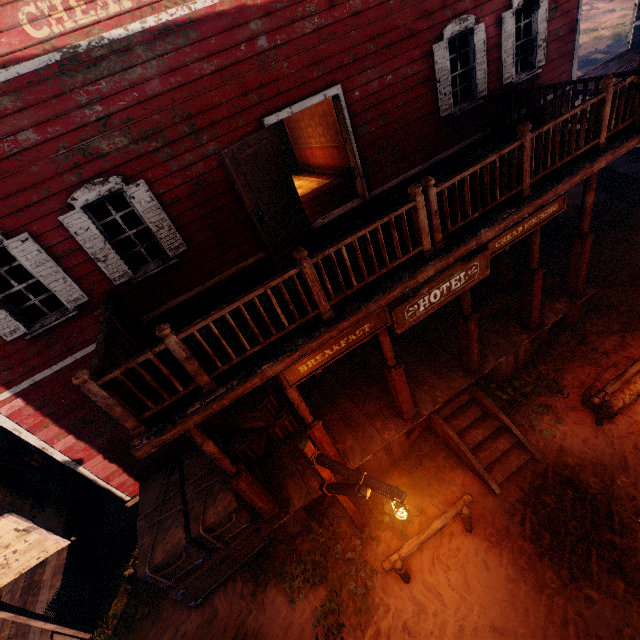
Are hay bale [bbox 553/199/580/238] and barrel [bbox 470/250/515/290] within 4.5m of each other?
yes

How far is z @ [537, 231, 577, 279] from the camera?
10.6 meters

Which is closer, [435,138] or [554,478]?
[554,478]

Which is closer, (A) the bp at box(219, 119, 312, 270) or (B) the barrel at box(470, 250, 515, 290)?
(A) the bp at box(219, 119, 312, 270)

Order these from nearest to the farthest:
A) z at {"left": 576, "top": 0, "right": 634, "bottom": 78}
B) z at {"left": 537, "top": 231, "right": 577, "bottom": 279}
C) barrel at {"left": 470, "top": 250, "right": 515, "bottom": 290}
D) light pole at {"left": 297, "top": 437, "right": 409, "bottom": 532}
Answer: light pole at {"left": 297, "top": 437, "right": 409, "bottom": 532}
barrel at {"left": 470, "top": 250, "right": 515, "bottom": 290}
z at {"left": 537, "top": 231, "right": 577, "bottom": 279}
z at {"left": 576, "top": 0, "right": 634, "bottom": 78}

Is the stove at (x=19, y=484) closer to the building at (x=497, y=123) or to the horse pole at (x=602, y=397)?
the building at (x=497, y=123)

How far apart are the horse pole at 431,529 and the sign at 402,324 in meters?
3.3

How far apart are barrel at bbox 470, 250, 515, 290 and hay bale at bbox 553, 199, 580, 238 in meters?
3.6 m
